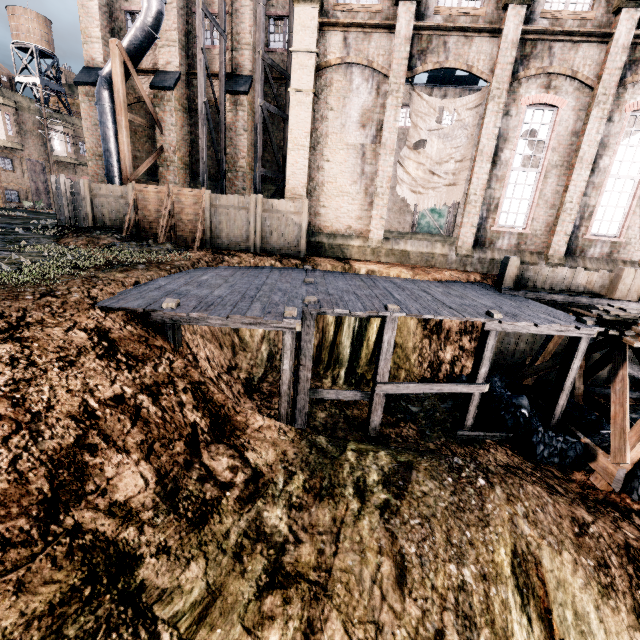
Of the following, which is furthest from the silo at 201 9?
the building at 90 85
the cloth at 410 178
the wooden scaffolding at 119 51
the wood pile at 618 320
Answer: A: the wood pile at 618 320

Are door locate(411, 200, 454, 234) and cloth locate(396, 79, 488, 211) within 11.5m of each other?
no

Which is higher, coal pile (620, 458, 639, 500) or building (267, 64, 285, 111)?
building (267, 64, 285, 111)

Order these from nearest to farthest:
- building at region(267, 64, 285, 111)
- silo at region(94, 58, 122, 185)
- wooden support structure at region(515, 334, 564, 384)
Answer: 1. wooden support structure at region(515, 334, 564, 384)
2. silo at region(94, 58, 122, 185)
3. building at region(267, 64, 285, 111)

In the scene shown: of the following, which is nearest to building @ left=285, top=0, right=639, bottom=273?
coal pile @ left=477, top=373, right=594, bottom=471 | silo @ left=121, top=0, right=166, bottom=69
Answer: silo @ left=121, top=0, right=166, bottom=69

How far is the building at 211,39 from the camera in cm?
1939

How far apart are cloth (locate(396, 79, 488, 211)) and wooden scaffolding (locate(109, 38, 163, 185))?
13.9m

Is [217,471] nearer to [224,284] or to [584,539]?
[224,284]
